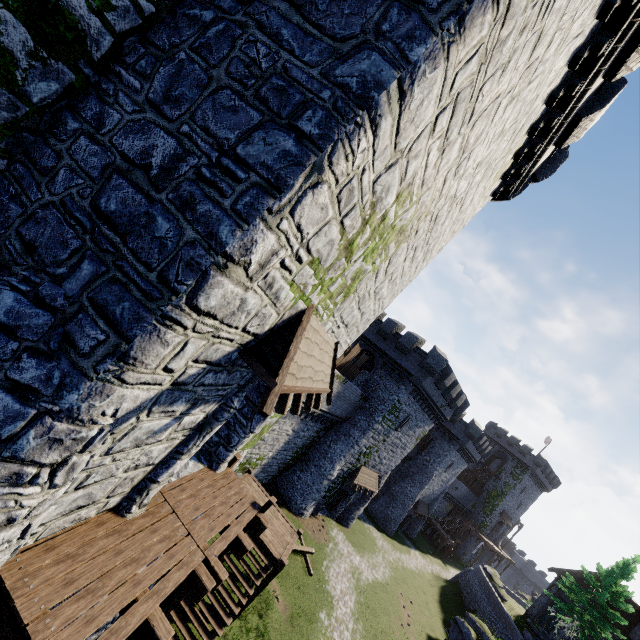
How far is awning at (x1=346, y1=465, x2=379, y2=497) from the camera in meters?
27.2 m

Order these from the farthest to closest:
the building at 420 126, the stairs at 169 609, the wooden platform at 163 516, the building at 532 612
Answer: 1. the building at 532 612
2. the stairs at 169 609
3. the wooden platform at 163 516
4. the building at 420 126

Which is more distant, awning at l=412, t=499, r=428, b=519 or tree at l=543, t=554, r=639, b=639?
awning at l=412, t=499, r=428, b=519

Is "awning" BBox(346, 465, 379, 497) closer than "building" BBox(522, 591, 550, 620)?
Yes

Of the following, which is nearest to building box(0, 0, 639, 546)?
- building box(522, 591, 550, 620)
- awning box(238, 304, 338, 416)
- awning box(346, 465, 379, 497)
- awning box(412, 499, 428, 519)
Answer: awning box(238, 304, 338, 416)

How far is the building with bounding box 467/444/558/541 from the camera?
56.41m

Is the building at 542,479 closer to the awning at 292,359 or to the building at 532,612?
the building at 532,612

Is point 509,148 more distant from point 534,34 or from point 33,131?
point 33,131
